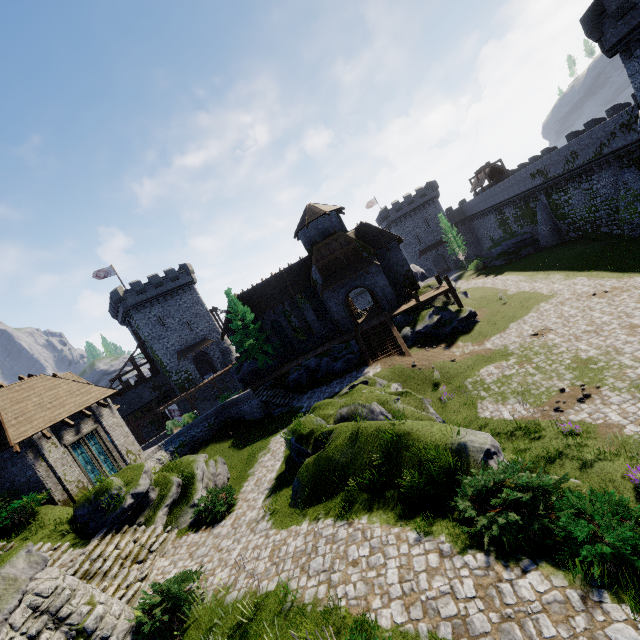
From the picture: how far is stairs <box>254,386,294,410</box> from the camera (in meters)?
27.05

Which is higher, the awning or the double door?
the awning

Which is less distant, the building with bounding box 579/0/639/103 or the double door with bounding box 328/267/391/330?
the building with bounding box 579/0/639/103

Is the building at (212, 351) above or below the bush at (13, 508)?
above

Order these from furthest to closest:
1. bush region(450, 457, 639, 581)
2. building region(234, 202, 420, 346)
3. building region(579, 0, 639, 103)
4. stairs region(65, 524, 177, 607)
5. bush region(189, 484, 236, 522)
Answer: building region(234, 202, 420, 346)
building region(579, 0, 639, 103)
bush region(189, 484, 236, 522)
stairs region(65, 524, 177, 607)
bush region(450, 457, 639, 581)

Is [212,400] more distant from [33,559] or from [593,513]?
[593,513]

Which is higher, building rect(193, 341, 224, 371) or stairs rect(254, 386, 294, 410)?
building rect(193, 341, 224, 371)

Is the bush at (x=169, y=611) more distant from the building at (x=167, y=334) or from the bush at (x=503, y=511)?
the building at (x=167, y=334)
